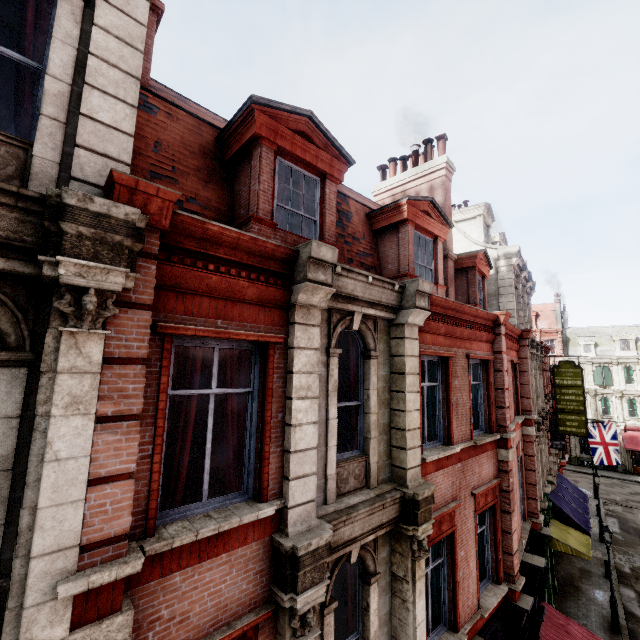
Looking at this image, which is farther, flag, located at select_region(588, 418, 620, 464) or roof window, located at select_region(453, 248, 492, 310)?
flag, located at select_region(588, 418, 620, 464)

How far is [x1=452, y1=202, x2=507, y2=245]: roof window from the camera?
16.8m

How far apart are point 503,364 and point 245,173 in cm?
890

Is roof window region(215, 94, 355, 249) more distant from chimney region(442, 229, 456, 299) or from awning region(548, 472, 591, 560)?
awning region(548, 472, 591, 560)

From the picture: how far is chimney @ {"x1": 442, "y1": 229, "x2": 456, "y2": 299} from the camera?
11.2 meters

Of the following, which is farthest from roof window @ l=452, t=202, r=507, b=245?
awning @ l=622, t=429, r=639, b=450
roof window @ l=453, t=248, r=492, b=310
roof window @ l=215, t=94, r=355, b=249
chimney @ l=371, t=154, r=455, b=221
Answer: awning @ l=622, t=429, r=639, b=450

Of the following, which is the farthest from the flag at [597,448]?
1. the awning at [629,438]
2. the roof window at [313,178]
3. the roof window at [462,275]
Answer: the roof window at [313,178]

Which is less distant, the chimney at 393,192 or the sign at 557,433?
the chimney at 393,192
